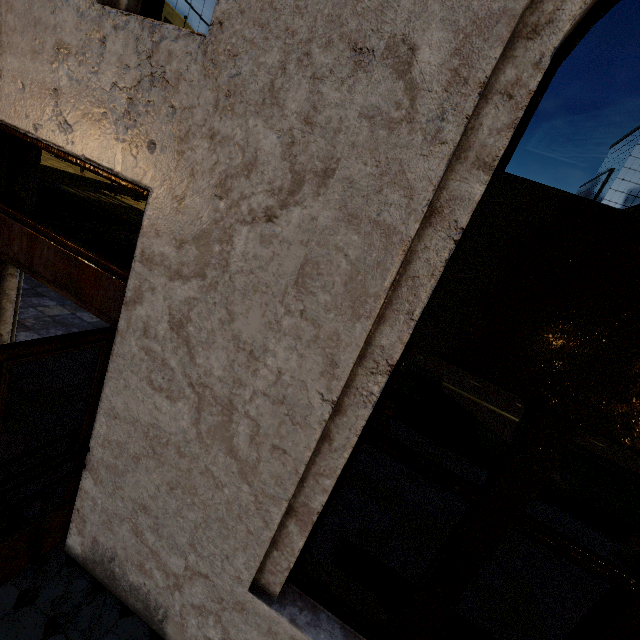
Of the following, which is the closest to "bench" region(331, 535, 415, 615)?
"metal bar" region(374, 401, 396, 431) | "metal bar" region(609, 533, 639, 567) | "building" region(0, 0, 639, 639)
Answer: "building" region(0, 0, 639, 639)

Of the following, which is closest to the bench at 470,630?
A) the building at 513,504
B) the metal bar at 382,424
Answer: the building at 513,504

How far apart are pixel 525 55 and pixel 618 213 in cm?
82

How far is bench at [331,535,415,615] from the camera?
3.0m

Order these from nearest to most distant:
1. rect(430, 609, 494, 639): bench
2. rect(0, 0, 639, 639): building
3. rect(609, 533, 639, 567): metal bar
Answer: rect(0, 0, 639, 639): building < rect(430, 609, 494, 639): bench < rect(609, 533, 639, 567): metal bar

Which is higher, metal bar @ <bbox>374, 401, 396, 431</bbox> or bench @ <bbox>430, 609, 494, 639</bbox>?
bench @ <bbox>430, 609, 494, 639</bbox>

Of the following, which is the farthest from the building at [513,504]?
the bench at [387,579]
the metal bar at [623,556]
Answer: the metal bar at [623,556]

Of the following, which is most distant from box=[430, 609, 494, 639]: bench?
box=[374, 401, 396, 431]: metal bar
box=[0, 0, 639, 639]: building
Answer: box=[374, 401, 396, 431]: metal bar
